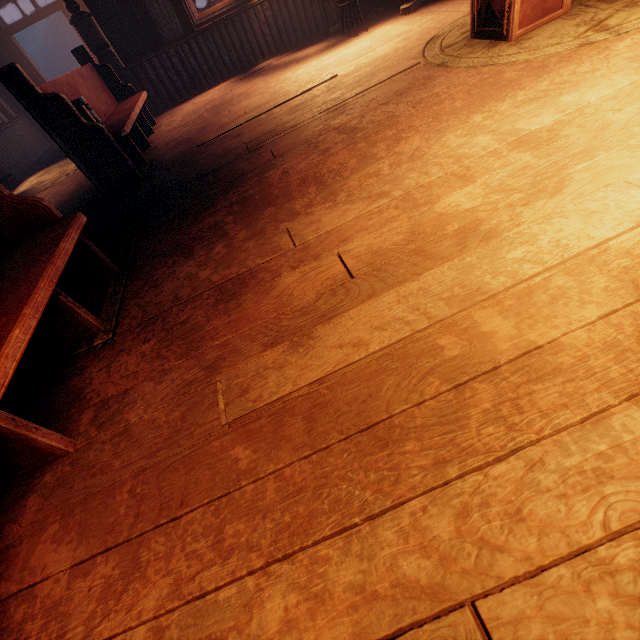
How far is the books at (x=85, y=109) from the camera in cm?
344

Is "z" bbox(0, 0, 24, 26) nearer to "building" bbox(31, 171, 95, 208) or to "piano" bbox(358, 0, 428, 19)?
"building" bbox(31, 171, 95, 208)

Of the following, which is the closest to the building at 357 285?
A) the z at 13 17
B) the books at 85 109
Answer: the z at 13 17

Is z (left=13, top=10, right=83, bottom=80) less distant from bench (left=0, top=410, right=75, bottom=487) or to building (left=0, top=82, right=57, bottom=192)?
building (left=0, top=82, right=57, bottom=192)

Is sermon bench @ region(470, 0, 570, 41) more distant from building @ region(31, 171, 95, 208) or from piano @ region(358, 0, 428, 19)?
piano @ region(358, 0, 428, 19)

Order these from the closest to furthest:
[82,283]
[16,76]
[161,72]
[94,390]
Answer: [94,390]
[82,283]
[16,76]
[161,72]

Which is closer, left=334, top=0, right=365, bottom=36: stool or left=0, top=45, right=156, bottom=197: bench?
left=0, top=45, right=156, bottom=197: bench

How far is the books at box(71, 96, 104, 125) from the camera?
3.4 meters
